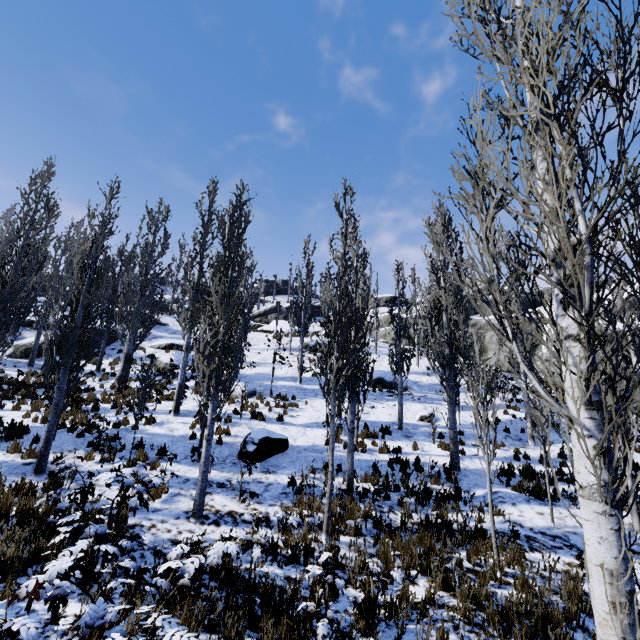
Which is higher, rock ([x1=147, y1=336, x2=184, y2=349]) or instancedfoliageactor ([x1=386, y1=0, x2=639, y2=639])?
rock ([x1=147, y1=336, x2=184, y2=349])

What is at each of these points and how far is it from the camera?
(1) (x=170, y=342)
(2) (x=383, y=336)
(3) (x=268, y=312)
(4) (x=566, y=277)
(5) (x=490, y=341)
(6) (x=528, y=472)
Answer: (1) rock, 25.1m
(2) rock, 32.2m
(3) rock, 51.9m
(4) instancedfoliageactor, 3.5m
(5) rock, 28.3m
(6) instancedfoliageactor, 10.7m

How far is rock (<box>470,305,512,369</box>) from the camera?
27.1 meters

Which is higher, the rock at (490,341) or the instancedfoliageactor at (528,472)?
the rock at (490,341)

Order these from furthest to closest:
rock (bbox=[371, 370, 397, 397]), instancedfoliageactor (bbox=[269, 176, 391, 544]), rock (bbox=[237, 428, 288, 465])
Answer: rock (bbox=[371, 370, 397, 397]) → rock (bbox=[237, 428, 288, 465]) → instancedfoliageactor (bbox=[269, 176, 391, 544])

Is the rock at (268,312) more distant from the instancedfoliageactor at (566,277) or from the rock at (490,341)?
the rock at (490,341)

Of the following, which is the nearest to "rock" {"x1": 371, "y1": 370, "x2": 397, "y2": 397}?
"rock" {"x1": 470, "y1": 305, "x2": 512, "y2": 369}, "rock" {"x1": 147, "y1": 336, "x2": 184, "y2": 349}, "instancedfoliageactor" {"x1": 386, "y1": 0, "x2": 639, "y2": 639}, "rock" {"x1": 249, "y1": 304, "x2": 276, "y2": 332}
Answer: "instancedfoliageactor" {"x1": 386, "y1": 0, "x2": 639, "y2": 639}

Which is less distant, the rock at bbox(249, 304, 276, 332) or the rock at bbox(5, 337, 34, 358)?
the rock at bbox(5, 337, 34, 358)
